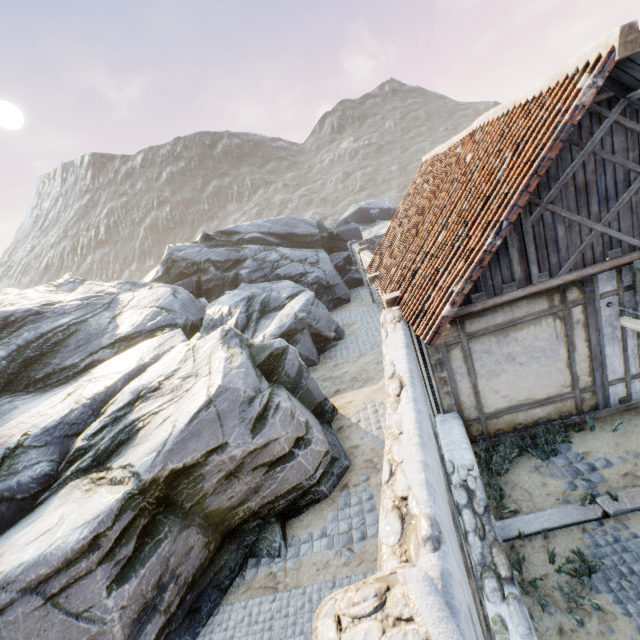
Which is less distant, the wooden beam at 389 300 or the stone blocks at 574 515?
the stone blocks at 574 515

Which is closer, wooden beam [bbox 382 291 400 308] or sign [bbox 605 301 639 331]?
sign [bbox 605 301 639 331]

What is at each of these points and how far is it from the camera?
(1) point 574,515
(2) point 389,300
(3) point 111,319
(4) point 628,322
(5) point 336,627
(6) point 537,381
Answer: (1) stone blocks, 4.7m
(2) wooden beam, 7.1m
(3) rock, 13.8m
(4) sign, 5.2m
(5) stone column, 1.6m
(6) building, 6.0m

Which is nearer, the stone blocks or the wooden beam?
the stone blocks

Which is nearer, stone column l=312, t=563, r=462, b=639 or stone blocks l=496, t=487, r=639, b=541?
stone column l=312, t=563, r=462, b=639

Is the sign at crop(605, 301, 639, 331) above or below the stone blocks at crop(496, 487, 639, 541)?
above

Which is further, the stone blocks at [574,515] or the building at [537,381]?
the building at [537,381]

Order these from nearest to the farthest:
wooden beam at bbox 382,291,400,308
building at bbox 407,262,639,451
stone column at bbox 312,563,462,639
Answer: stone column at bbox 312,563,462,639 < building at bbox 407,262,639,451 < wooden beam at bbox 382,291,400,308
